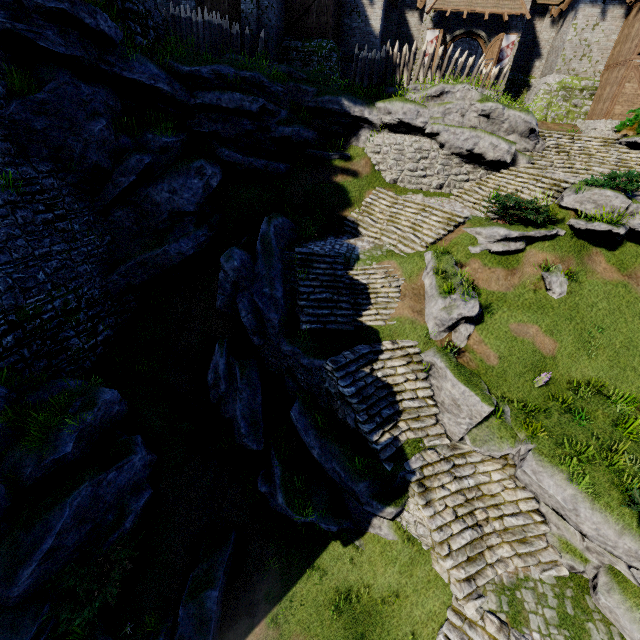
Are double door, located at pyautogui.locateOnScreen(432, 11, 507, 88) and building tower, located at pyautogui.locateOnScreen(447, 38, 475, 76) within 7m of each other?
no

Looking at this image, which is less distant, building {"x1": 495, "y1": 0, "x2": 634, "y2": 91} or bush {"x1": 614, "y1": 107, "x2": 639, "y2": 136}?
bush {"x1": 614, "y1": 107, "x2": 639, "y2": 136}

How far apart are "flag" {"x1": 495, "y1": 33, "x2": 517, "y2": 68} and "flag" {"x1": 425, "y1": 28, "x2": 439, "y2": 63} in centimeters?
417cm

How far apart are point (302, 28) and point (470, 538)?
28.35m

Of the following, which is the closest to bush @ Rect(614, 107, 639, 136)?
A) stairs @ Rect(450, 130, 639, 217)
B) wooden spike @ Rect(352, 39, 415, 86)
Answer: stairs @ Rect(450, 130, 639, 217)

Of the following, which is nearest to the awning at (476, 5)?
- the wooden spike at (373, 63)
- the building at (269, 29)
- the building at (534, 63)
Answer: the building at (534, 63)

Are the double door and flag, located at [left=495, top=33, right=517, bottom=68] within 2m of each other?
yes

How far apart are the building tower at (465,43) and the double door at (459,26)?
14.0 meters
